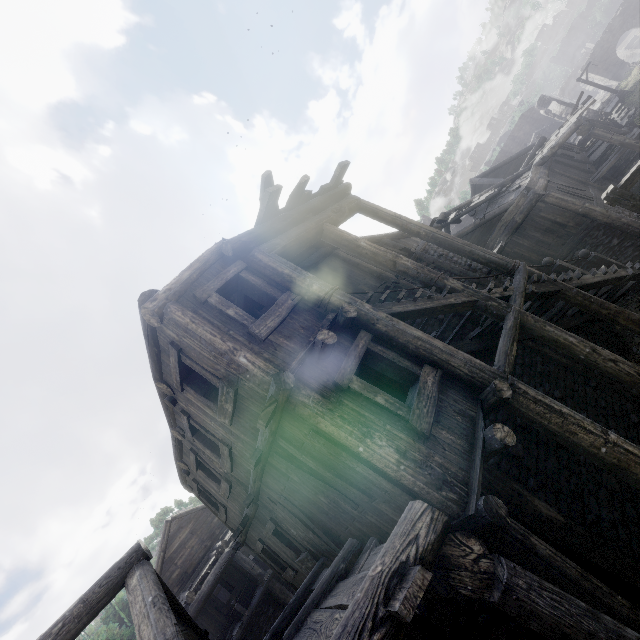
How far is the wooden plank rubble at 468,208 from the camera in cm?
1590

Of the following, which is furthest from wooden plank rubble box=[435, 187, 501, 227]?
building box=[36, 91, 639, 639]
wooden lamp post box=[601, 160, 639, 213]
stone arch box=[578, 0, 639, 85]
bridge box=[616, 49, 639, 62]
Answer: bridge box=[616, 49, 639, 62]

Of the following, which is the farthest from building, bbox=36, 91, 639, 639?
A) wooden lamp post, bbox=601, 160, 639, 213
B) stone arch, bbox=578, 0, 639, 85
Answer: wooden lamp post, bbox=601, 160, 639, 213

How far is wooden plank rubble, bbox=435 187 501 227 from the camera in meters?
15.9

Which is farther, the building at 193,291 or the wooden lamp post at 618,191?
the wooden lamp post at 618,191

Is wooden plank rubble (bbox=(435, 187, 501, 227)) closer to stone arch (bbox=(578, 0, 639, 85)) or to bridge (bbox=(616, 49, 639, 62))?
stone arch (bbox=(578, 0, 639, 85))

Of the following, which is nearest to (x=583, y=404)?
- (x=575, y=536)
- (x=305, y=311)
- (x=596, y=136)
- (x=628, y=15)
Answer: (x=575, y=536)

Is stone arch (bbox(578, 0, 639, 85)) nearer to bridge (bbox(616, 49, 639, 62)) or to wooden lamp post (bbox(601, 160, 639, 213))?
bridge (bbox(616, 49, 639, 62))
